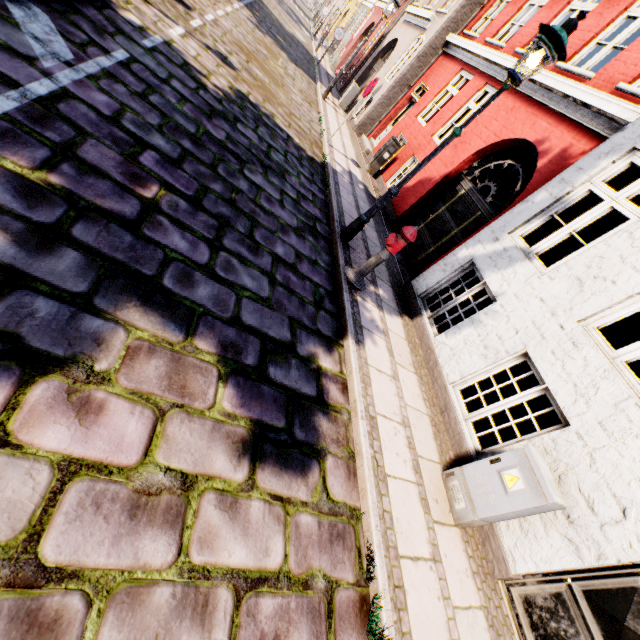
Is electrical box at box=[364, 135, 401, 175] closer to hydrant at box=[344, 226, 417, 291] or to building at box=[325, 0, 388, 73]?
building at box=[325, 0, 388, 73]

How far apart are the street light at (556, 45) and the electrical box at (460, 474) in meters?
3.9

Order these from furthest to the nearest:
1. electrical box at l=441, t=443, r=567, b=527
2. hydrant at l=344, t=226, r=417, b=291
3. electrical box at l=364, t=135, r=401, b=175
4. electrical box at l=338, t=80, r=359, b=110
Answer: electrical box at l=338, t=80, r=359, b=110 < electrical box at l=364, t=135, r=401, b=175 < hydrant at l=344, t=226, r=417, b=291 < electrical box at l=441, t=443, r=567, b=527

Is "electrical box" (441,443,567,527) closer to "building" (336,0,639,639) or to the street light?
"building" (336,0,639,639)

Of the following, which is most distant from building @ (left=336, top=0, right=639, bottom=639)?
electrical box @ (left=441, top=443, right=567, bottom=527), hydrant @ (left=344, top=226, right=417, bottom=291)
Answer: hydrant @ (left=344, top=226, right=417, bottom=291)

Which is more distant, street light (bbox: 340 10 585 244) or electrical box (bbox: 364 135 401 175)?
electrical box (bbox: 364 135 401 175)

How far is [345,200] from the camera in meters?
7.3 m

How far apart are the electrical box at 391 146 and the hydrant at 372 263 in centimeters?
680cm
